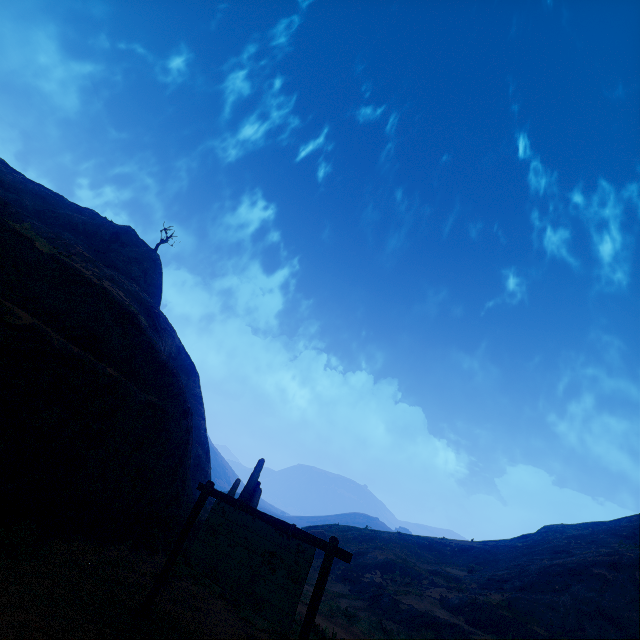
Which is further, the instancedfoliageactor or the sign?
the instancedfoliageactor

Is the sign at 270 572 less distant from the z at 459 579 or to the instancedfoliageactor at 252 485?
the z at 459 579

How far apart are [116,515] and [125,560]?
1.3 meters

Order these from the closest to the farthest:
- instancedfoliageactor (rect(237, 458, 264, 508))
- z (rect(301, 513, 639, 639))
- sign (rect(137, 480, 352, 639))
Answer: sign (rect(137, 480, 352, 639)) → instancedfoliageactor (rect(237, 458, 264, 508)) → z (rect(301, 513, 639, 639))

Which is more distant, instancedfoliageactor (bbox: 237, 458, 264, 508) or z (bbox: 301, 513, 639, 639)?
z (bbox: 301, 513, 639, 639)

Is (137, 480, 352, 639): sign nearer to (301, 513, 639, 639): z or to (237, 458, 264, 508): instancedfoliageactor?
(301, 513, 639, 639): z

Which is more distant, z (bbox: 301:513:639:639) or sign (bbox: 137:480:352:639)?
z (bbox: 301:513:639:639)

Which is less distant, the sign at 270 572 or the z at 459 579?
the sign at 270 572
